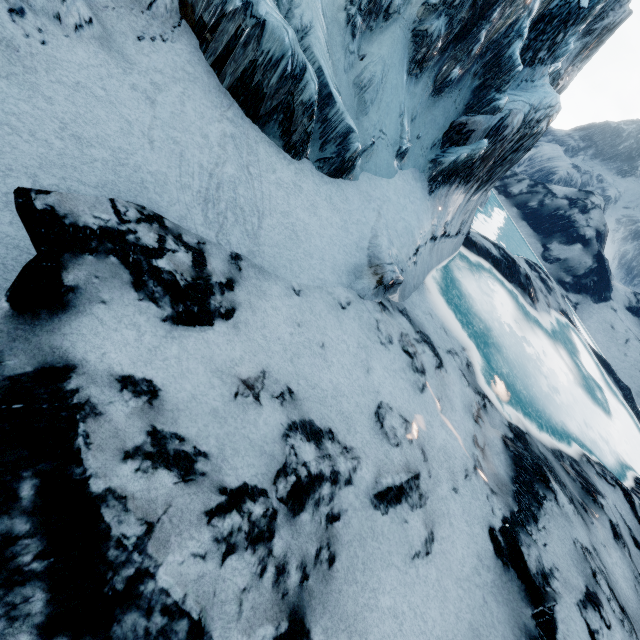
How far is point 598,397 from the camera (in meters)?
19.48
